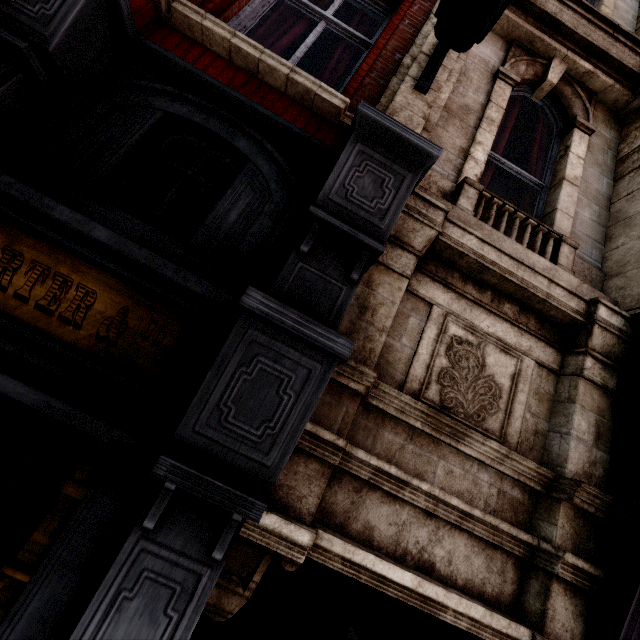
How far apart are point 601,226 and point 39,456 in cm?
541

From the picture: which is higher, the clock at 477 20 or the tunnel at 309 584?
the clock at 477 20

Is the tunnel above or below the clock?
below
